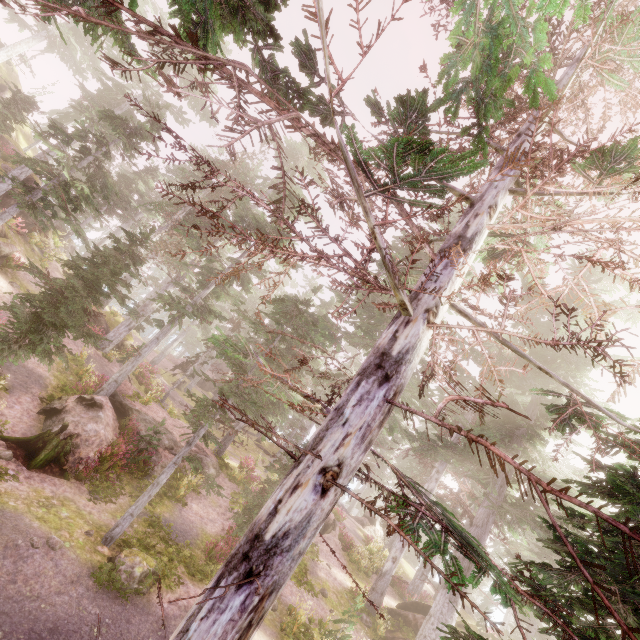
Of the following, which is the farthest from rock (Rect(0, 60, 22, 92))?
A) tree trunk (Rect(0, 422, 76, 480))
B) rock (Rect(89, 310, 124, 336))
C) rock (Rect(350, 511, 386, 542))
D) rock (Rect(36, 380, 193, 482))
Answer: rock (Rect(350, 511, 386, 542))

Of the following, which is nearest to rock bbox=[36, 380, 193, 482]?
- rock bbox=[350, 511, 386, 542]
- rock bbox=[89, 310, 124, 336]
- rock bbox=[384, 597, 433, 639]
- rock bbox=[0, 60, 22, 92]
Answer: rock bbox=[89, 310, 124, 336]

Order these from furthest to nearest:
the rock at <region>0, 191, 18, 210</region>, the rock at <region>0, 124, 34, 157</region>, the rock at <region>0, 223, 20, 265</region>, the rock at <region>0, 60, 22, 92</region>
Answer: the rock at <region>0, 60, 22, 92</region> → the rock at <region>0, 124, 34, 157</region> → the rock at <region>0, 191, 18, 210</region> → the rock at <region>0, 223, 20, 265</region>

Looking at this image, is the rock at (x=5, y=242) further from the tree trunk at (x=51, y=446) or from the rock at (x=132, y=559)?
the rock at (x=132, y=559)

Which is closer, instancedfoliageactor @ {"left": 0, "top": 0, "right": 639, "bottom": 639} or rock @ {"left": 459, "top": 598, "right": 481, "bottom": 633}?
instancedfoliageactor @ {"left": 0, "top": 0, "right": 639, "bottom": 639}

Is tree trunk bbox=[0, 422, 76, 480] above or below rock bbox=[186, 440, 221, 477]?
below

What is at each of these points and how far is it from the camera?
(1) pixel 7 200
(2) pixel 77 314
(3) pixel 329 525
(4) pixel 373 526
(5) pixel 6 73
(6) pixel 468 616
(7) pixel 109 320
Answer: (1) rock, 21.5 meters
(2) instancedfoliageactor, 12.1 meters
(3) rock, 21.8 meters
(4) rock, 32.0 meters
(5) rock, 31.0 meters
(6) rock, 22.4 meters
(7) rock, 25.0 meters

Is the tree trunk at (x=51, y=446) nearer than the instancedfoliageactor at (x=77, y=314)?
No
